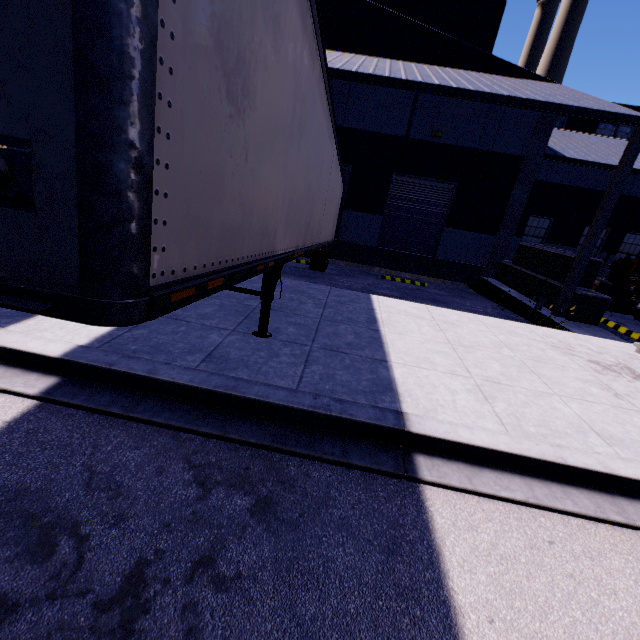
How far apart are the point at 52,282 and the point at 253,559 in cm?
215

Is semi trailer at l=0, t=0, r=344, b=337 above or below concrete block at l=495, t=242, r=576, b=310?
above

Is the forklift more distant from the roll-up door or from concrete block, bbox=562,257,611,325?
the roll-up door

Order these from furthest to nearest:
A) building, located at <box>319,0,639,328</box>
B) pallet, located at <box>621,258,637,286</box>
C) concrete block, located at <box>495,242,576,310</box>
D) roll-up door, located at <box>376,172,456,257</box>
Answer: pallet, located at <box>621,258,637,286</box>, roll-up door, located at <box>376,172,456,257</box>, concrete block, located at <box>495,242,576,310</box>, building, located at <box>319,0,639,328</box>

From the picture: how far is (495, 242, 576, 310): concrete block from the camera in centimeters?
1106cm

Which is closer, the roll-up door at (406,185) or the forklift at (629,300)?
the forklift at (629,300)

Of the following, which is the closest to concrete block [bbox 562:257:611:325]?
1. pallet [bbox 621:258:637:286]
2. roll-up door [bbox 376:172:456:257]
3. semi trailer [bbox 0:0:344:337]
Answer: semi trailer [bbox 0:0:344:337]

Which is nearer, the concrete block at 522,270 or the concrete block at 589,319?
the concrete block at 589,319
